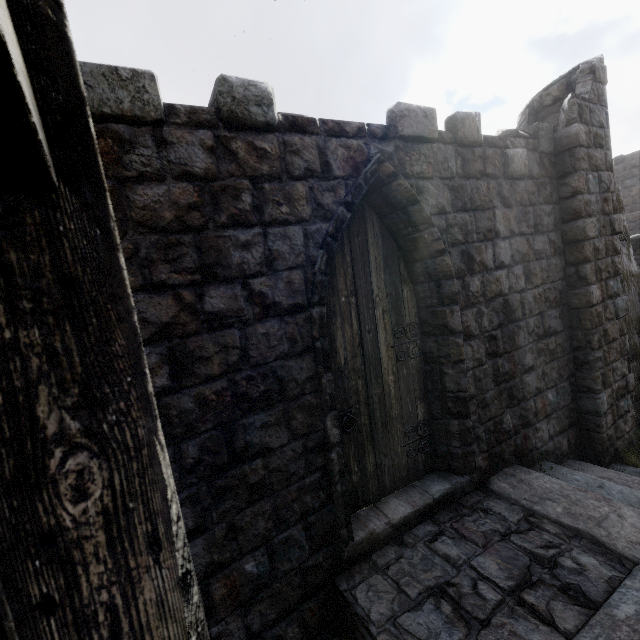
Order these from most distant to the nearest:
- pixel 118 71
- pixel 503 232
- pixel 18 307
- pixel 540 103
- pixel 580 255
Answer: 1. pixel 540 103
2. pixel 580 255
3. pixel 503 232
4. pixel 118 71
5. pixel 18 307

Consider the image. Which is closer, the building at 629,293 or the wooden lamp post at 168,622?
the wooden lamp post at 168,622

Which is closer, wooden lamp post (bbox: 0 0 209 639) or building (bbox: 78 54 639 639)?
wooden lamp post (bbox: 0 0 209 639)
